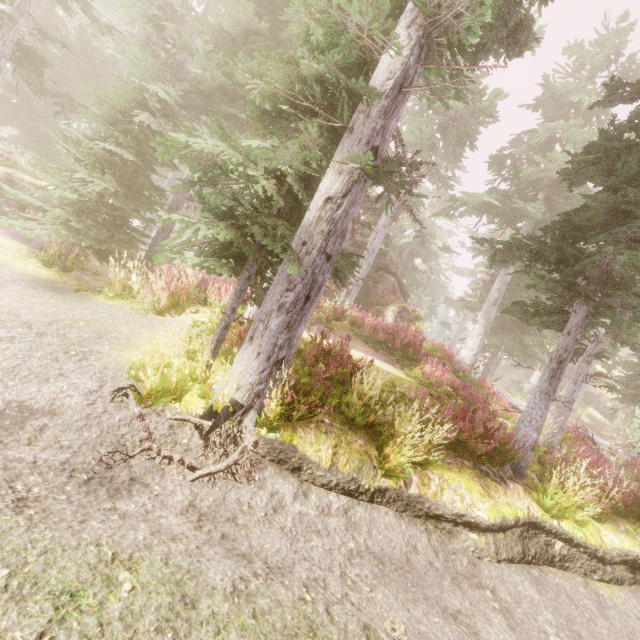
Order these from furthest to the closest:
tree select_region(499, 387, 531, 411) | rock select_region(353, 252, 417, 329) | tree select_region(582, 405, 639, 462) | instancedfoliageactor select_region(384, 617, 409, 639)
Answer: rock select_region(353, 252, 417, 329), tree select_region(499, 387, 531, 411), tree select_region(582, 405, 639, 462), instancedfoliageactor select_region(384, 617, 409, 639)

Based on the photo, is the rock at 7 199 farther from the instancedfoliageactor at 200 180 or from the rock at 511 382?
the rock at 511 382

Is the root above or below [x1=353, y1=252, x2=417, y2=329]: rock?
below

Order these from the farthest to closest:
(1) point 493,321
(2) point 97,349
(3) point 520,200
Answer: (1) point 493,321
(3) point 520,200
(2) point 97,349

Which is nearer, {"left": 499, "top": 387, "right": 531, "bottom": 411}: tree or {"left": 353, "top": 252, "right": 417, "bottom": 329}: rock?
{"left": 499, "top": 387, "right": 531, "bottom": 411}: tree

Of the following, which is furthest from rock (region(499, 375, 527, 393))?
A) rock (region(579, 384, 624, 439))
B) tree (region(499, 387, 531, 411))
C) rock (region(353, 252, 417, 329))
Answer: tree (region(499, 387, 531, 411))

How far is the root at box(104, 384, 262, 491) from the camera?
3.9m
